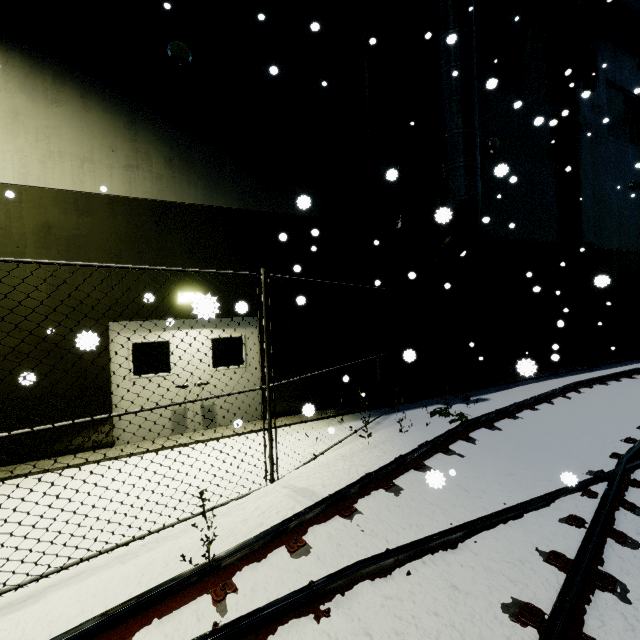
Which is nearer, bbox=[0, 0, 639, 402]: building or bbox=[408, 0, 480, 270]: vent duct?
bbox=[0, 0, 639, 402]: building

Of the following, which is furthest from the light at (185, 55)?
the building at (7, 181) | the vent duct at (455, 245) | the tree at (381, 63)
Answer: the vent duct at (455, 245)

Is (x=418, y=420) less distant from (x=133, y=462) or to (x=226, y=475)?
(x=226, y=475)

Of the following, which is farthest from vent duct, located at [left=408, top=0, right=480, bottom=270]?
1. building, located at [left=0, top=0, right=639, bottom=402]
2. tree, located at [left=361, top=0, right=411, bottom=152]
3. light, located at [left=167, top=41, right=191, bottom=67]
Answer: light, located at [left=167, top=41, right=191, bottom=67]

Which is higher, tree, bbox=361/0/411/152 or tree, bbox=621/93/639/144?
tree, bbox=621/93/639/144

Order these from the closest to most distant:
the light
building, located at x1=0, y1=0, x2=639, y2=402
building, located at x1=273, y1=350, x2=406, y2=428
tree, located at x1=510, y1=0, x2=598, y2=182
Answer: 1. building, located at x1=0, y1=0, x2=639, y2=402
2. the light
3. building, located at x1=273, y1=350, x2=406, y2=428
4. tree, located at x1=510, y1=0, x2=598, y2=182

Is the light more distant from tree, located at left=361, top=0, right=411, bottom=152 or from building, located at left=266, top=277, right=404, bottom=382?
tree, located at left=361, top=0, right=411, bottom=152

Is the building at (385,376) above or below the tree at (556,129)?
below
